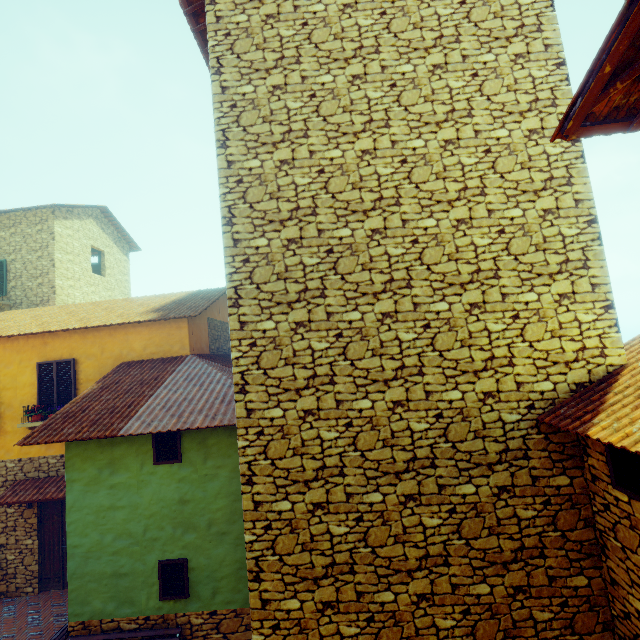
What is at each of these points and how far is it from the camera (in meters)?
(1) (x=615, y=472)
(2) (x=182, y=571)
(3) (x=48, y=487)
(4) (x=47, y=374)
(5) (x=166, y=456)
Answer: (1) window, 3.76
(2) window, 6.20
(3) door eaves, 8.79
(4) window, 9.38
(5) window, 6.45

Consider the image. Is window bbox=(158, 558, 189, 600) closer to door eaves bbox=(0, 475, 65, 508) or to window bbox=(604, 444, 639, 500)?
door eaves bbox=(0, 475, 65, 508)

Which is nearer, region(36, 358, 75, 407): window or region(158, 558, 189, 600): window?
region(158, 558, 189, 600): window

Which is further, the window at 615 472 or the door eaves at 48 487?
the door eaves at 48 487

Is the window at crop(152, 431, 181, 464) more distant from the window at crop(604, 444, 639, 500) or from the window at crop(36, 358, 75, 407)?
the window at crop(604, 444, 639, 500)

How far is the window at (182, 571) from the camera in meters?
6.1 m

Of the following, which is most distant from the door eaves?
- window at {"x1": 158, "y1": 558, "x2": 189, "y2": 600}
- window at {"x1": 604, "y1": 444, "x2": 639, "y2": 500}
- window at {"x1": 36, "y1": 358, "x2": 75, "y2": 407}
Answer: window at {"x1": 604, "y1": 444, "x2": 639, "y2": 500}

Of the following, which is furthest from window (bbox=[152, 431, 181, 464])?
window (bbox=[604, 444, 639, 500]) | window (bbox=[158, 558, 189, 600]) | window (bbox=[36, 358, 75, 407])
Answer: window (bbox=[604, 444, 639, 500])
